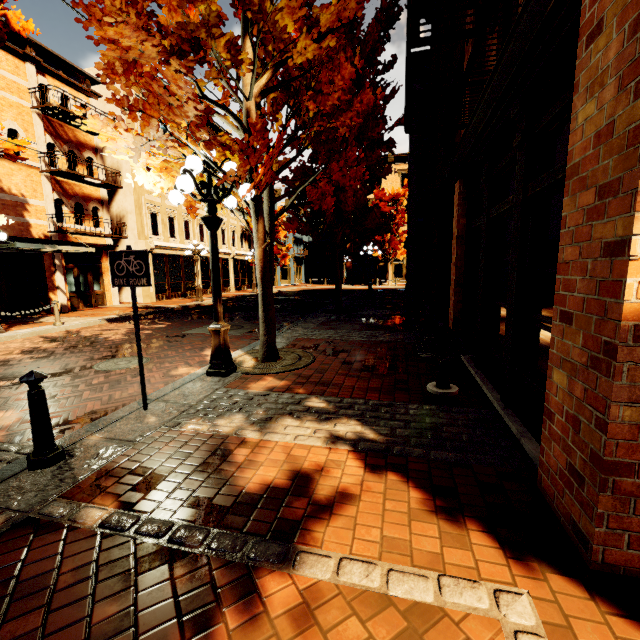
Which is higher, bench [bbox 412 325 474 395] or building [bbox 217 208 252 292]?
building [bbox 217 208 252 292]

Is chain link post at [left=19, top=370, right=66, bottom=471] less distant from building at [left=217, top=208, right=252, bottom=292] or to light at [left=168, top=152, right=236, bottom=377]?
light at [left=168, top=152, right=236, bottom=377]

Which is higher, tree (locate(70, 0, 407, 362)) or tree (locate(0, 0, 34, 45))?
tree (locate(0, 0, 34, 45))

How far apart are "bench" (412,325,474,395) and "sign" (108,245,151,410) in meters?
3.8 m

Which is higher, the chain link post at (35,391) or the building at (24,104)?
the building at (24,104)

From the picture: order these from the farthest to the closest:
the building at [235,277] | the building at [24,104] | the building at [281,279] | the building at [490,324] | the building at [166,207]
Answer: the building at [281,279]
the building at [235,277]
the building at [166,207]
the building at [24,104]
the building at [490,324]

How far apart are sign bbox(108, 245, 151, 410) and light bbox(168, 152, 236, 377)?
1.2m

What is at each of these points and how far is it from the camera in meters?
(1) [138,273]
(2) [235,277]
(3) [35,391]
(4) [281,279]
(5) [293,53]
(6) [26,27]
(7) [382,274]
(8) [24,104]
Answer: (1) sign, 3.8 m
(2) building, 30.2 m
(3) chain link post, 2.9 m
(4) building, 42.7 m
(5) tree, 4.3 m
(6) tree, 9.4 m
(7) building, 40.1 m
(8) building, 13.9 m
